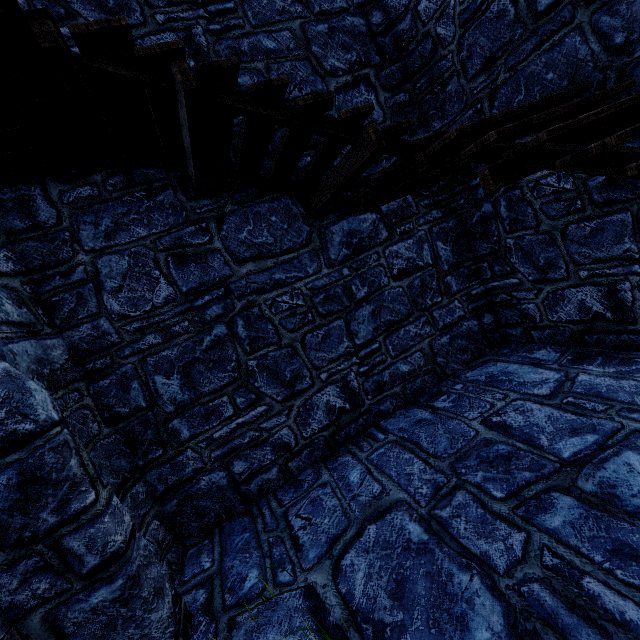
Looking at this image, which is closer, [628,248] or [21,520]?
[21,520]
